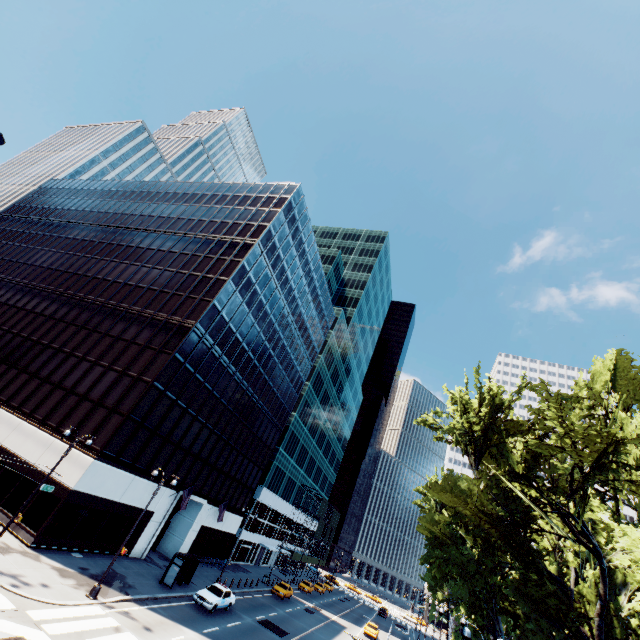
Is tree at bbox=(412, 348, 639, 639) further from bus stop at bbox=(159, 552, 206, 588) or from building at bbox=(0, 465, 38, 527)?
building at bbox=(0, 465, 38, 527)

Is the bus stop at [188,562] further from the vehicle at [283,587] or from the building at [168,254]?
the vehicle at [283,587]

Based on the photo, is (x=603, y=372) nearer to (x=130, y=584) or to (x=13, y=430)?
(x=130, y=584)

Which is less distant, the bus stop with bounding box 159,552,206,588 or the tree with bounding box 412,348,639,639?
the tree with bounding box 412,348,639,639

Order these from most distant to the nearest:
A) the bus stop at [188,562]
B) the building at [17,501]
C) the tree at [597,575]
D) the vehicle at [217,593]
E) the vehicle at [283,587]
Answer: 1. the vehicle at [283,587]
2. the bus stop at [188,562]
3. the vehicle at [217,593]
4. the building at [17,501]
5. the tree at [597,575]

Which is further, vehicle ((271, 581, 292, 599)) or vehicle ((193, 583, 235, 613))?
vehicle ((271, 581, 292, 599))

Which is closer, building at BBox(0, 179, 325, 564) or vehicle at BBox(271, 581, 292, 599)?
building at BBox(0, 179, 325, 564)

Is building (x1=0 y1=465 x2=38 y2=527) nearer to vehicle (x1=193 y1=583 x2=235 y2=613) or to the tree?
vehicle (x1=193 y1=583 x2=235 y2=613)
